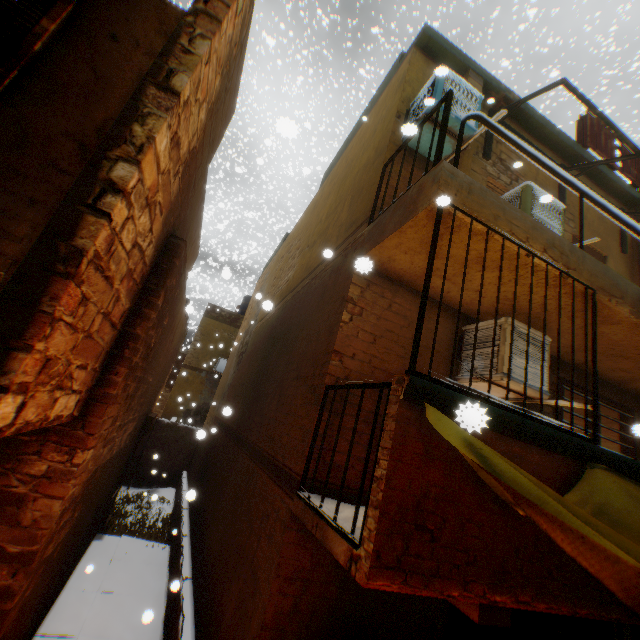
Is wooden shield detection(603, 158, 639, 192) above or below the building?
above

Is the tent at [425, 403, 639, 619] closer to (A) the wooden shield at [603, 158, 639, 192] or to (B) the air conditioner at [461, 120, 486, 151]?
(B) the air conditioner at [461, 120, 486, 151]

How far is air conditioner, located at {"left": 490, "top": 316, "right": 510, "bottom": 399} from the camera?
3.9m

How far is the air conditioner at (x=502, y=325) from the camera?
3.9m

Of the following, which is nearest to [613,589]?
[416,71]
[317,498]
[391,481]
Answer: [391,481]

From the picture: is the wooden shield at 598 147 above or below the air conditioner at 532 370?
above

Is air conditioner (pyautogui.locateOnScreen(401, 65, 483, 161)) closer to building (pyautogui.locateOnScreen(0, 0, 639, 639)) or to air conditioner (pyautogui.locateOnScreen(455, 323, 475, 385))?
building (pyautogui.locateOnScreen(0, 0, 639, 639))

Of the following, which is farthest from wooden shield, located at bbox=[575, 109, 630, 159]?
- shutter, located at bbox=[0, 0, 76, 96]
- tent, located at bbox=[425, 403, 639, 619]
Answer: shutter, located at bbox=[0, 0, 76, 96]
